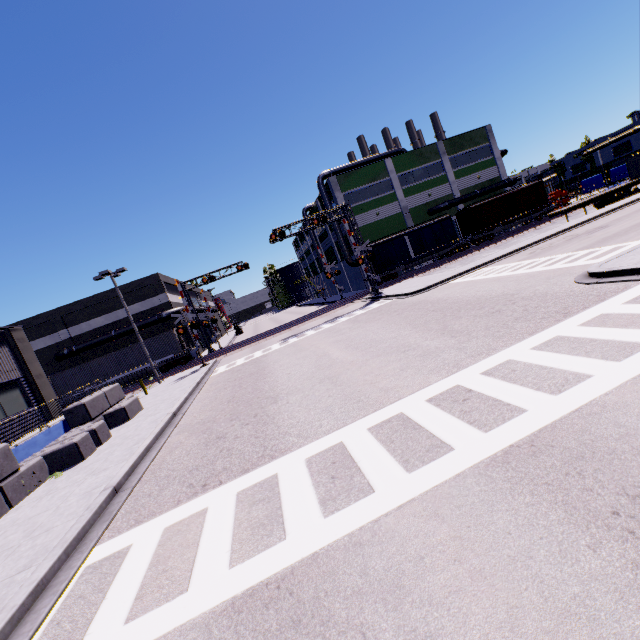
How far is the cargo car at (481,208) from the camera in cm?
3925

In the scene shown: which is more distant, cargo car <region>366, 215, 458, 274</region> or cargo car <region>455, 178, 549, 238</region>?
cargo car <region>455, 178, 549, 238</region>

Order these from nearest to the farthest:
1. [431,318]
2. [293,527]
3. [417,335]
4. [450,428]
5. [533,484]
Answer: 1. [533,484]
2. [293,527]
3. [450,428]
4. [417,335]
5. [431,318]

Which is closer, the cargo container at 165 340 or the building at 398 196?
the cargo container at 165 340

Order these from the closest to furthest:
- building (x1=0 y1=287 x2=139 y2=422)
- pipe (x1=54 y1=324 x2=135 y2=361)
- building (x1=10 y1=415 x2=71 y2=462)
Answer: building (x1=10 y1=415 x2=71 y2=462)
building (x1=0 y1=287 x2=139 y2=422)
pipe (x1=54 y1=324 x2=135 y2=361)

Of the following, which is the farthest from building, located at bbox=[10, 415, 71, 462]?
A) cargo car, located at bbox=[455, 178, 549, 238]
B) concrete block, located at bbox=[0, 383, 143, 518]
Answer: cargo car, located at bbox=[455, 178, 549, 238]

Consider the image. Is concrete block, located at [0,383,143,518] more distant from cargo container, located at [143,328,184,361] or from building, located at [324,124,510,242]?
cargo container, located at [143,328,184,361]
